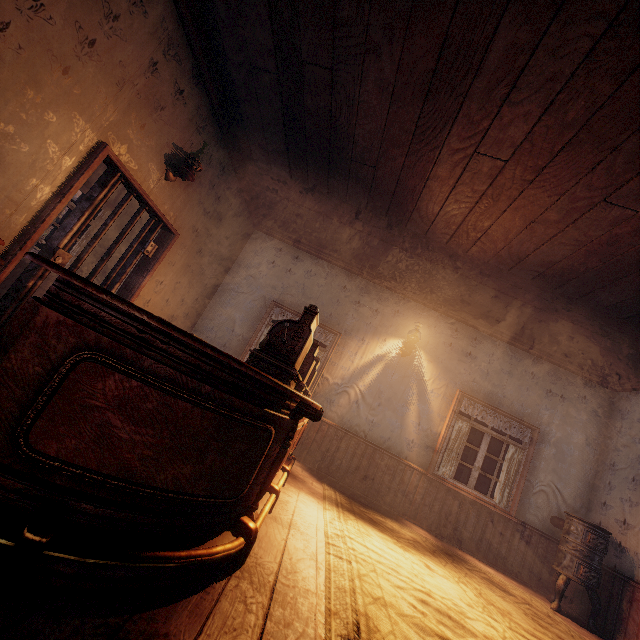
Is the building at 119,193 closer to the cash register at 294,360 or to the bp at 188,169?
the bp at 188,169

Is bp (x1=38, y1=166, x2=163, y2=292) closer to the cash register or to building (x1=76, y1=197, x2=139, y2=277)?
building (x1=76, y1=197, x2=139, y2=277)

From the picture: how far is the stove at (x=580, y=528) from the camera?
4.5 meters

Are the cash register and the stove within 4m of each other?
no

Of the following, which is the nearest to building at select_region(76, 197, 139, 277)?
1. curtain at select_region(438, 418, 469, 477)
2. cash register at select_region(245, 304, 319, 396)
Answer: curtain at select_region(438, 418, 469, 477)

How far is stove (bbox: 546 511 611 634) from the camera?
4.5m

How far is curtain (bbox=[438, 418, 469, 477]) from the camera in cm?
566

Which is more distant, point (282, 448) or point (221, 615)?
point (282, 448)
